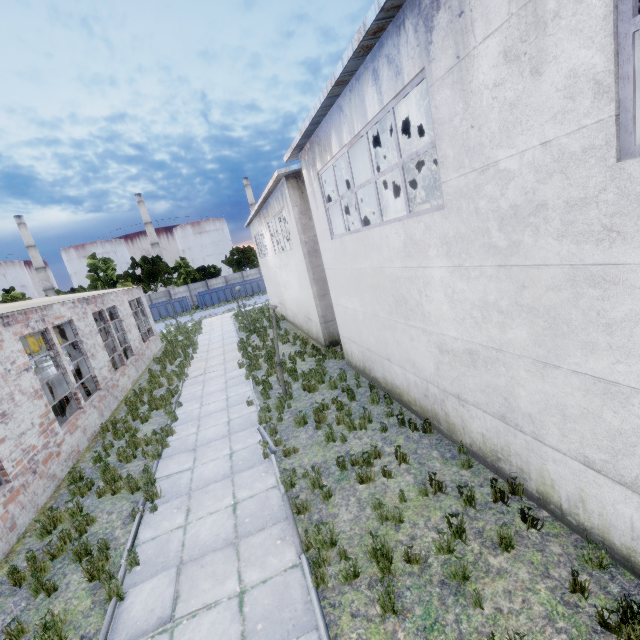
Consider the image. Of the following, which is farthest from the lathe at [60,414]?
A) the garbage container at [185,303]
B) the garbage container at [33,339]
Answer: the garbage container at [33,339]

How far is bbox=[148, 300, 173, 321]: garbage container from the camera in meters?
43.7 m

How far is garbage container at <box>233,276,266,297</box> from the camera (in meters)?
46.78

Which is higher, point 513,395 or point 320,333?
point 513,395

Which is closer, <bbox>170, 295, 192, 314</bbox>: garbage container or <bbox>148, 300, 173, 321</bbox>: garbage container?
<bbox>148, 300, 173, 321</bbox>: garbage container

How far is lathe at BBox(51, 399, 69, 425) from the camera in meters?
11.9 m

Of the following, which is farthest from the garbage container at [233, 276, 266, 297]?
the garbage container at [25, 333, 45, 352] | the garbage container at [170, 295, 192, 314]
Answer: the garbage container at [25, 333, 45, 352]

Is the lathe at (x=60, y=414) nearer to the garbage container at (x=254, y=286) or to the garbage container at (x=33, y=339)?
the garbage container at (x=254, y=286)
